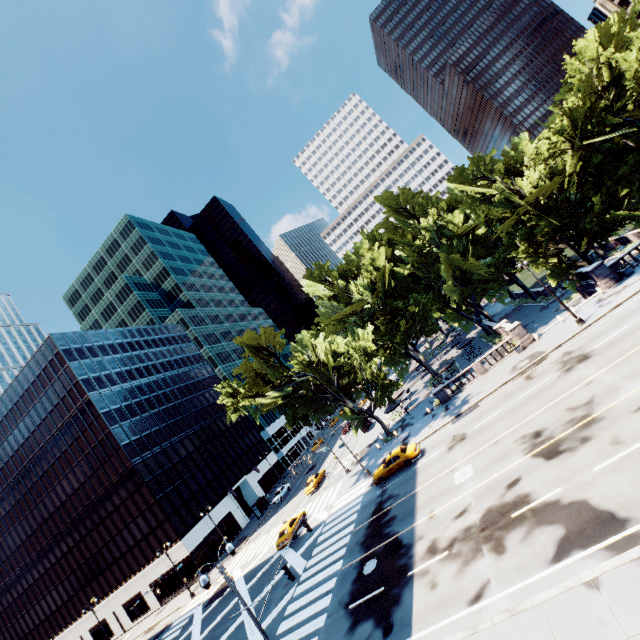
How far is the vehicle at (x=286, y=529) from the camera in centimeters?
3203cm

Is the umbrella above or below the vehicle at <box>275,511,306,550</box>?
above

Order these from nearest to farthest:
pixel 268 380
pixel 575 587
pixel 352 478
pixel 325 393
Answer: pixel 575 587 → pixel 352 478 → pixel 268 380 → pixel 325 393

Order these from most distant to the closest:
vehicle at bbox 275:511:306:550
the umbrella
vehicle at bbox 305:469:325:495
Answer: the umbrella → vehicle at bbox 305:469:325:495 → vehicle at bbox 275:511:306:550

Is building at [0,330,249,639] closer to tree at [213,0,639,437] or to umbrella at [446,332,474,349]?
tree at [213,0,639,437]

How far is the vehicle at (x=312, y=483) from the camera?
43.0m

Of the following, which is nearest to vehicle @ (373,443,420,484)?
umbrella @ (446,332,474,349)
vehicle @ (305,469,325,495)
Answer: vehicle @ (305,469,325,495)

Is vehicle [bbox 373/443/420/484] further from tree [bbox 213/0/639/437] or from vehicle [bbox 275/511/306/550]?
vehicle [bbox 275/511/306/550]
